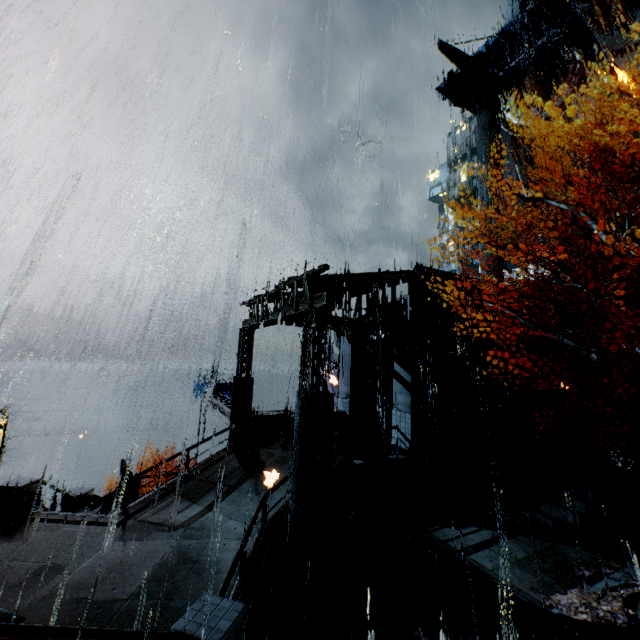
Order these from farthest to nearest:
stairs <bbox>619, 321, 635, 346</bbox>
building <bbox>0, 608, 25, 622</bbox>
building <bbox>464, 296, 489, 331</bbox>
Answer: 1. stairs <bbox>619, 321, 635, 346</bbox>
2. building <bbox>464, 296, 489, 331</bbox>
3. building <bbox>0, 608, 25, 622</bbox>

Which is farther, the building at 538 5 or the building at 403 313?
the building at 538 5

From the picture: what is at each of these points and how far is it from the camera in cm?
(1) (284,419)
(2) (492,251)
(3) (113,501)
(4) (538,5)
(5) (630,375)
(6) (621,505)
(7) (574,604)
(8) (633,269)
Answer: (1) trash can, 1652
(2) building, 3378
(3) sm, 1584
(4) building, 2777
(5) stairs, 1684
(6) stairs, 1282
(7) leaves, 770
(8) building, 2406

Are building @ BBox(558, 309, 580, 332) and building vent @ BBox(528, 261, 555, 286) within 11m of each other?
yes

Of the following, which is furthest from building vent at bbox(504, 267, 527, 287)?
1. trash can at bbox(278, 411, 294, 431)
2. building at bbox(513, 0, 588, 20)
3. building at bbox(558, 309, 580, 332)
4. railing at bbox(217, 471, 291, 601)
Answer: trash can at bbox(278, 411, 294, 431)

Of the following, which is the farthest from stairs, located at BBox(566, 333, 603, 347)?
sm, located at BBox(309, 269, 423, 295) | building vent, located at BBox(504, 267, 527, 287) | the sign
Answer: the sign

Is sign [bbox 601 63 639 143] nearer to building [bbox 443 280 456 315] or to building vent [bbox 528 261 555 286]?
building [bbox 443 280 456 315]

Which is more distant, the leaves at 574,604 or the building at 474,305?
the building at 474,305
